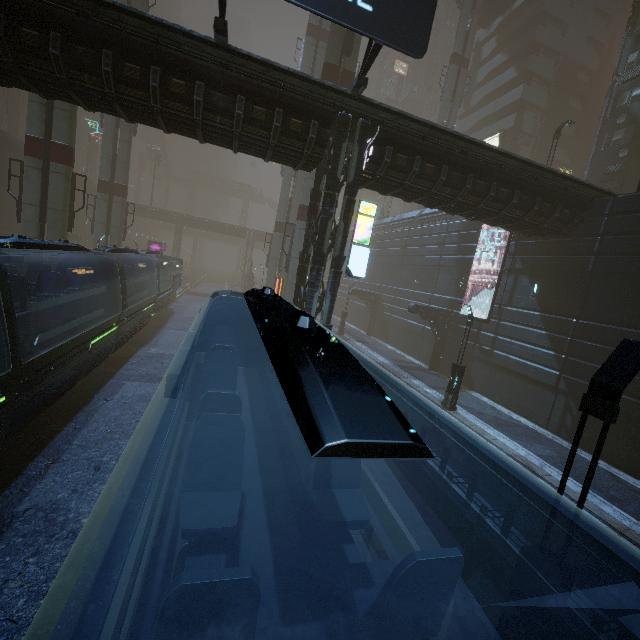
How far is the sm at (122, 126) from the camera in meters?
27.1

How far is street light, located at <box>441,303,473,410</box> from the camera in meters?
16.4

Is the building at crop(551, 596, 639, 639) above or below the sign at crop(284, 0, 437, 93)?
below

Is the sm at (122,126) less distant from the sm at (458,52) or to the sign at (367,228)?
the sign at (367,228)

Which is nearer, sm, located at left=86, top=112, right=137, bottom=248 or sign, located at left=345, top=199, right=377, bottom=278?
sign, located at left=345, top=199, right=377, bottom=278

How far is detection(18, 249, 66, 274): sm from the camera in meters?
18.5 m

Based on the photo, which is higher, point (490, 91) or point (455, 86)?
point (490, 91)
